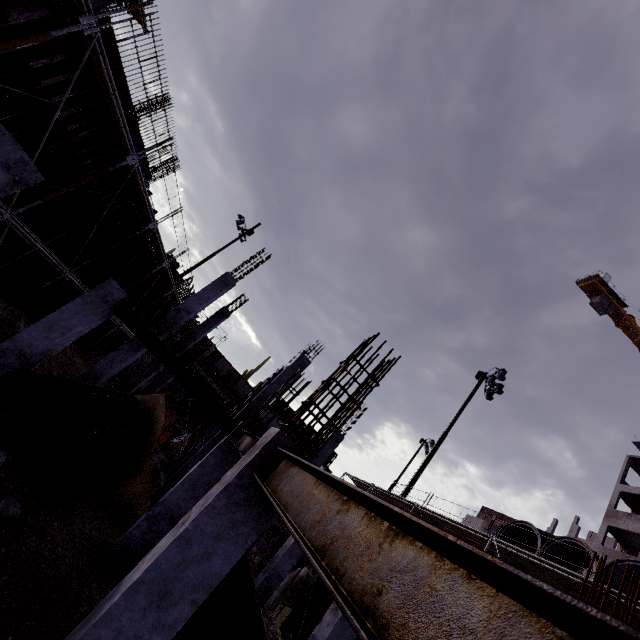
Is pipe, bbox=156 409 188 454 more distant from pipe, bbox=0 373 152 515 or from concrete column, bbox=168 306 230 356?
pipe, bbox=0 373 152 515

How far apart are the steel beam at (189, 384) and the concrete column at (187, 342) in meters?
9.5 m

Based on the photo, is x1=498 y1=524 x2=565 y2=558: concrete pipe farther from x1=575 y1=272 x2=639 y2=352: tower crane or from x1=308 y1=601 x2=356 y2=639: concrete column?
x1=575 y1=272 x2=639 y2=352: tower crane

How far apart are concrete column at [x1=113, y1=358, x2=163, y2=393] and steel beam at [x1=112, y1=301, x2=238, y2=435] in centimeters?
952cm

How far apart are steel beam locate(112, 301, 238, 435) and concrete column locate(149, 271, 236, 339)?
4.53m

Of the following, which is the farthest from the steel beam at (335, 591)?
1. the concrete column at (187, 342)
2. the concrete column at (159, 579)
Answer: the concrete column at (187, 342)

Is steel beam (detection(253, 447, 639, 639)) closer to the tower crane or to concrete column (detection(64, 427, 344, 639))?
concrete column (detection(64, 427, 344, 639))

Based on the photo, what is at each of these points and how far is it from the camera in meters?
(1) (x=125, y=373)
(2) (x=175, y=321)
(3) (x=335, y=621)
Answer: (1) compgrassrocksplants, 22.1
(2) concrete column, 13.1
(3) concrete column, 7.7
